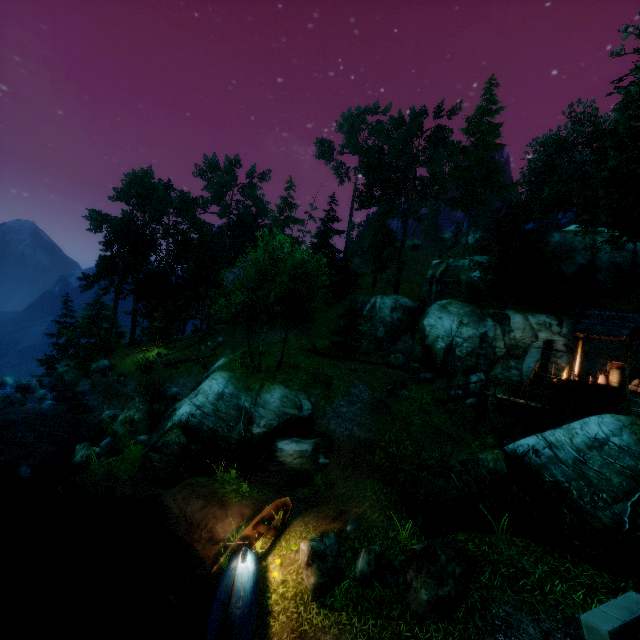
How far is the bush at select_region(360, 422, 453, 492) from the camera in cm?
1131

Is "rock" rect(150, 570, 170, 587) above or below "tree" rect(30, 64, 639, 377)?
below

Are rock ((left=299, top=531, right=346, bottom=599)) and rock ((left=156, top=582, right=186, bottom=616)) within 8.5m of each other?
yes

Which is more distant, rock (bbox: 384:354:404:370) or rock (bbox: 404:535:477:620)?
rock (bbox: 384:354:404:370)

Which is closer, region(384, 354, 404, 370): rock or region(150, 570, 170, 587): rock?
region(150, 570, 170, 587): rock

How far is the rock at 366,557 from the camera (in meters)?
9.41

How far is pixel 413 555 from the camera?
8.8 meters

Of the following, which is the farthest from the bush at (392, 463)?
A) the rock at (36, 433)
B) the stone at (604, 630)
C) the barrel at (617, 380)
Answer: the rock at (36, 433)
